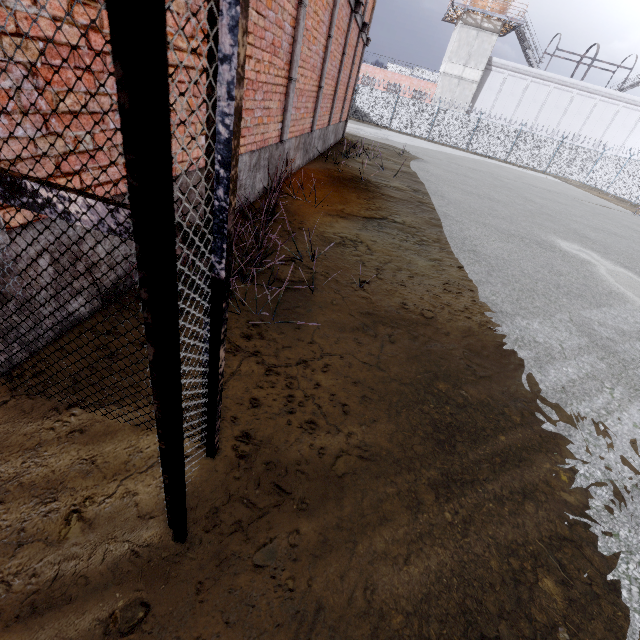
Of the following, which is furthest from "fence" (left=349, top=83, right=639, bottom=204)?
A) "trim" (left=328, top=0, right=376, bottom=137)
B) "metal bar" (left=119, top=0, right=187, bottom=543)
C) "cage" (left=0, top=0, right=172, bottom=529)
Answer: "metal bar" (left=119, top=0, right=187, bottom=543)

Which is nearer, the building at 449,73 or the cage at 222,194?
the cage at 222,194

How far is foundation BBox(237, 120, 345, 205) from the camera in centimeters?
503cm

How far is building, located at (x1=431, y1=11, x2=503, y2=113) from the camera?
32.06m

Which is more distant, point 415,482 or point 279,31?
point 279,31

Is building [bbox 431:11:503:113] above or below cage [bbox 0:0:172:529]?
above

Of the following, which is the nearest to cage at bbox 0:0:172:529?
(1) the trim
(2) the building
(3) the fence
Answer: (1) the trim

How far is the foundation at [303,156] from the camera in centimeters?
503cm
